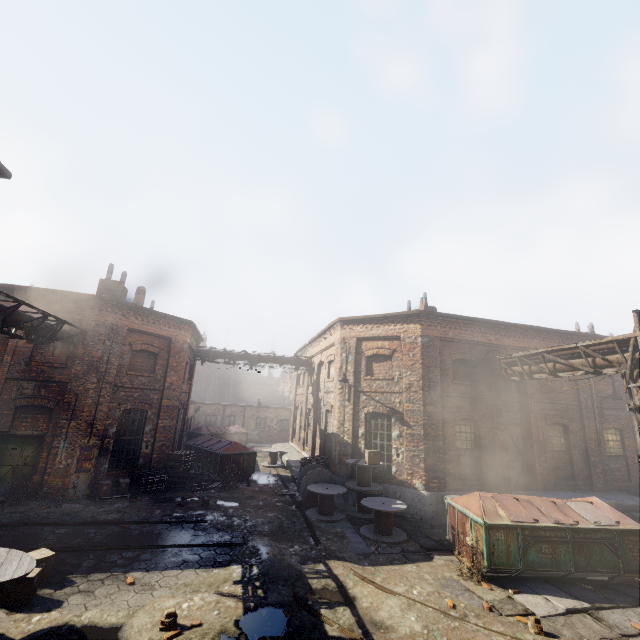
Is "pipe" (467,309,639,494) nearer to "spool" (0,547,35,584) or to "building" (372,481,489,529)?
"building" (372,481,489,529)

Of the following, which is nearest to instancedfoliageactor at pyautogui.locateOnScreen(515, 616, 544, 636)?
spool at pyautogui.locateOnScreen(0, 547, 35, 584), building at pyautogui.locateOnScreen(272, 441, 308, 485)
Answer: building at pyautogui.locateOnScreen(272, 441, 308, 485)

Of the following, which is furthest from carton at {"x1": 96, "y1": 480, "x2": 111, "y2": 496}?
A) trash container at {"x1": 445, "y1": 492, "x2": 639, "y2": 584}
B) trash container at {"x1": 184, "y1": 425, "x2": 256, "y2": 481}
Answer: trash container at {"x1": 445, "y1": 492, "x2": 639, "y2": 584}

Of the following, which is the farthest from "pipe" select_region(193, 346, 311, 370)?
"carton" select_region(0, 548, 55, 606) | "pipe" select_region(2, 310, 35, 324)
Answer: "carton" select_region(0, 548, 55, 606)

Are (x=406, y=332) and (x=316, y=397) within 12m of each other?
yes

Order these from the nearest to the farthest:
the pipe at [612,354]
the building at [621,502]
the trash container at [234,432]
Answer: the pipe at [612,354]
the building at [621,502]
the trash container at [234,432]

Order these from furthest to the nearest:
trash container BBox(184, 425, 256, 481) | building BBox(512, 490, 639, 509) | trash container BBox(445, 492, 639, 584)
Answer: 1. trash container BBox(184, 425, 256, 481)
2. building BBox(512, 490, 639, 509)
3. trash container BBox(445, 492, 639, 584)

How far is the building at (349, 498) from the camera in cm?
1394
